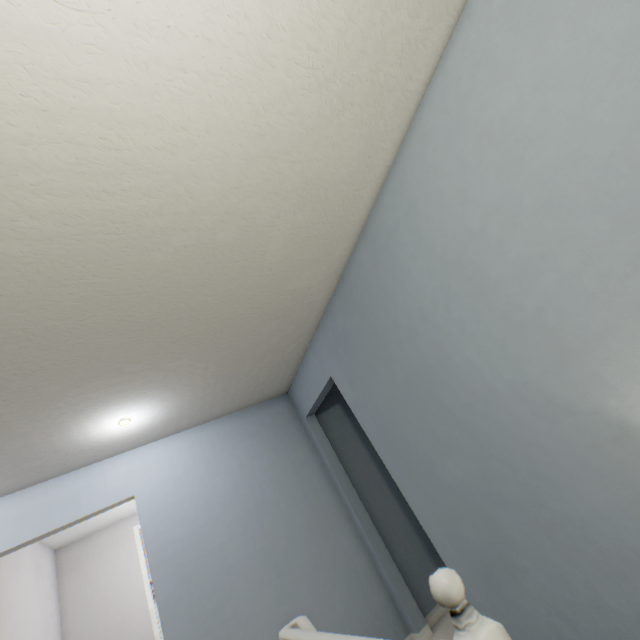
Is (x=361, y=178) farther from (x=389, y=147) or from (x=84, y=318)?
(x=84, y=318)

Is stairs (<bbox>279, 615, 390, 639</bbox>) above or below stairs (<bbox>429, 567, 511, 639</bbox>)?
below

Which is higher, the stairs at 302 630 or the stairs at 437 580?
the stairs at 437 580
